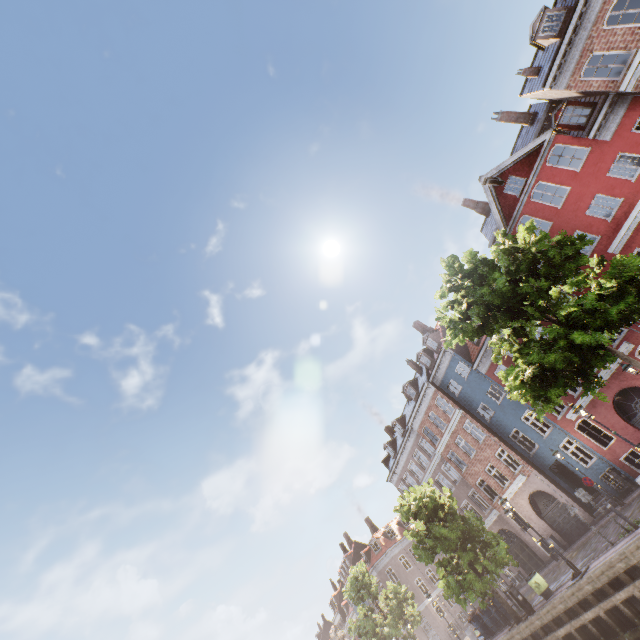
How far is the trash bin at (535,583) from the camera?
15.4 meters

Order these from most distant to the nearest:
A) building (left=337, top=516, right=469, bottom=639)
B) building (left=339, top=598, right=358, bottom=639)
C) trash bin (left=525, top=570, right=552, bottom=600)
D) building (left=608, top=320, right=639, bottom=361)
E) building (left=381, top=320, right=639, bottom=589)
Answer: building (left=339, top=598, right=358, bottom=639) → building (left=337, top=516, right=469, bottom=639) → building (left=381, top=320, right=639, bottom=589) → building (left=608, top=320, right=639, bottom=361) → trash bin (left=525, top=570, right=552, bottom=600)

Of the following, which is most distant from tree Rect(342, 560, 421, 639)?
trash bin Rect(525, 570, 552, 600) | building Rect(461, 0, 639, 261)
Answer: building Rect(461, 0, 639, 261)

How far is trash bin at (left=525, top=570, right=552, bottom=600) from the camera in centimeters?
1541cm

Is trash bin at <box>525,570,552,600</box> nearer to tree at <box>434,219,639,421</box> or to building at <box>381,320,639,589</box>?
tree at <box>434,219,639,421</box>

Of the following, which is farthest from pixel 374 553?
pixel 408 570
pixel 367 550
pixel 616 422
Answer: pixel 616 422

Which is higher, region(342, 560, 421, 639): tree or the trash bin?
region(342, 560, 421, 639): tree

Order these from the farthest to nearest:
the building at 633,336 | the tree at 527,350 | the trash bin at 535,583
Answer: the building at 633,336
the trash bin at 535,583
the tree at 527,350
